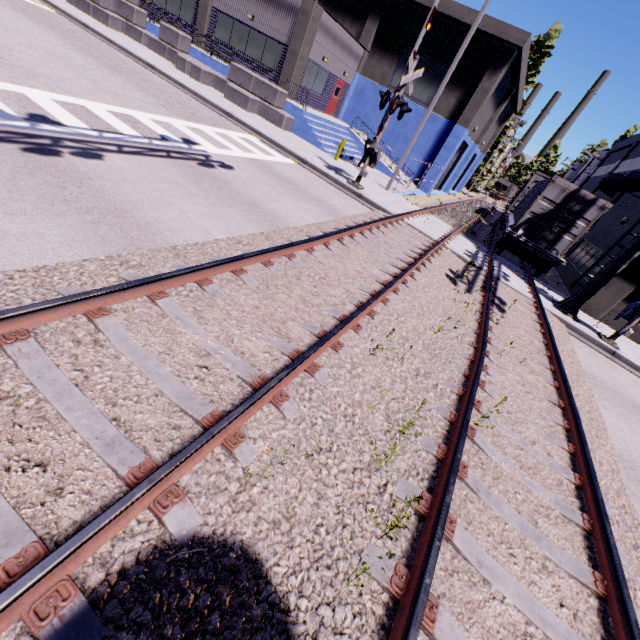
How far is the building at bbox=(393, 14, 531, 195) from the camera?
21.2m

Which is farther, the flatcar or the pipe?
the pipe

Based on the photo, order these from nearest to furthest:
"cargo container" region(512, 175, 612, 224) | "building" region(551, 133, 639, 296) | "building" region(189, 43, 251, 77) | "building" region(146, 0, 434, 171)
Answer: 1. "cargo container" region(512, 175, 612, 224)
2. "building" region(551, 133, 639, 296)
3. "building" region(146, 0, 434, 171)
4. "building" region(189, 43, 251, 77)

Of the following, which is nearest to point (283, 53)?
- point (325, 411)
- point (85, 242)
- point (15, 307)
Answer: point (85, 242)

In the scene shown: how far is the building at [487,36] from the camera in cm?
2116

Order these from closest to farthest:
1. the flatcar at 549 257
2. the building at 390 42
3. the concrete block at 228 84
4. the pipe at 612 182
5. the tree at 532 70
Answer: the flatcar at 549 257, the pipe at 612 182, the concrete block at 228 84, the building at 390 42, the tree at 532 70

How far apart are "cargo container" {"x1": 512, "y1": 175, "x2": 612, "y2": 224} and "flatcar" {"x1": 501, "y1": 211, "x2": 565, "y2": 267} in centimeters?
1cm

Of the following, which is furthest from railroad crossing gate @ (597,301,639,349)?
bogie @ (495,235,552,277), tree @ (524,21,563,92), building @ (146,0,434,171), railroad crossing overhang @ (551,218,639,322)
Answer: tree @ (524,21,563,92)
